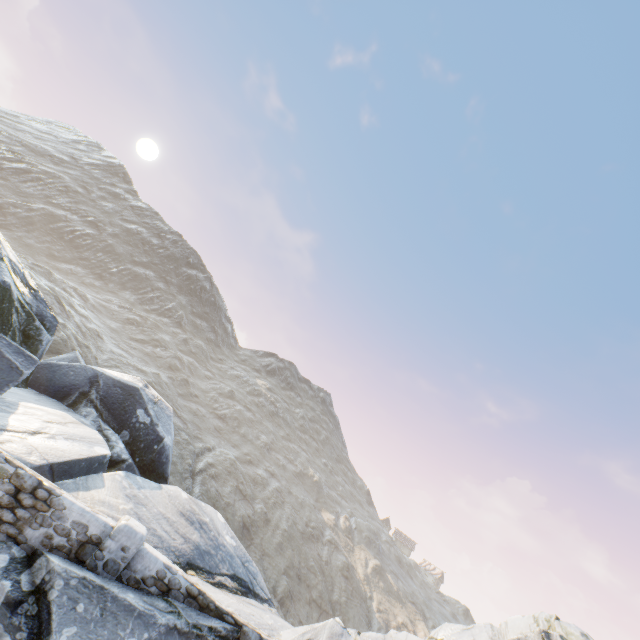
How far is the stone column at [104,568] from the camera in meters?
6.9

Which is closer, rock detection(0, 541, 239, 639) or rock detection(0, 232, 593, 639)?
rock detection(0, 541, 239, 639)

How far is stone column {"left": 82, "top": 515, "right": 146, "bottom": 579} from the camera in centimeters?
695cm

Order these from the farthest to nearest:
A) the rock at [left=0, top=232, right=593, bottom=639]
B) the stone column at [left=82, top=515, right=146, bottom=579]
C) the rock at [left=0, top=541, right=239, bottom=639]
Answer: the rock at [left=0, top=232, right=593, bottom=639], the stone column at [left=82, top=515, right=146, bottom=579], the rock at [left=0, top=541, right=239, bottom=639]

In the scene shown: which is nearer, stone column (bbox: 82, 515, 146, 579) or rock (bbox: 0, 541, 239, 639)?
rock (bbox: 0, 541, 239, 639)

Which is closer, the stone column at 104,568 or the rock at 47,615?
the rock at 47,615

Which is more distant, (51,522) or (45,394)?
(45,394)
